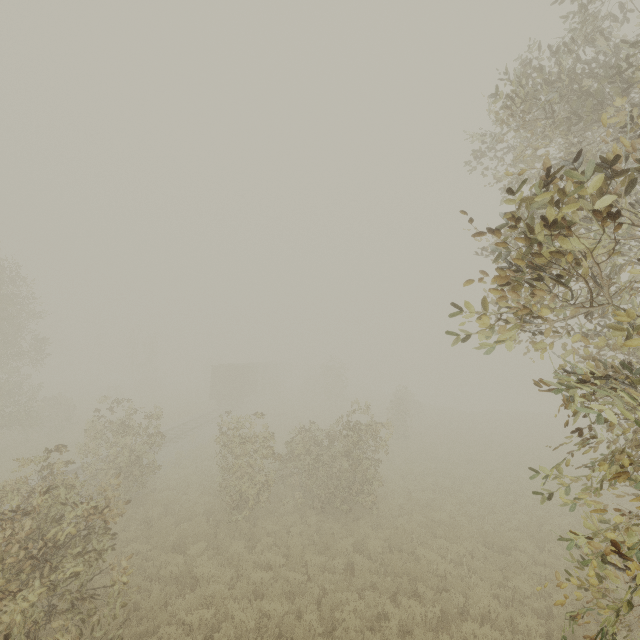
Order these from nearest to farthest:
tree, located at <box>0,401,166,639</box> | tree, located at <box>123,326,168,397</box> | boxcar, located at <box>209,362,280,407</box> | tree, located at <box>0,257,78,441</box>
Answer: tree, located at <box>0,401,166,639</box> → tree, located at <box>0,257,78,441</box> → boxcar, located at <box>209,362,280,407</box> → tree, located at <box>123,326,168,397</box>

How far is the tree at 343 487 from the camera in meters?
12.4 m

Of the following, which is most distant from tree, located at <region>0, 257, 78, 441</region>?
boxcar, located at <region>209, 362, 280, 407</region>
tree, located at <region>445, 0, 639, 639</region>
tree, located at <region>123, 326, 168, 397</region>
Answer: tree, located at <region>123, 326, 168, 397</region>

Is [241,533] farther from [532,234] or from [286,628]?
[532,234]

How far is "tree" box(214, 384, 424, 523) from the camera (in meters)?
12.36

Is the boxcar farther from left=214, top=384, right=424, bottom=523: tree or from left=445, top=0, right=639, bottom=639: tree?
left=445, top=0, right=639, bottom=639: tree

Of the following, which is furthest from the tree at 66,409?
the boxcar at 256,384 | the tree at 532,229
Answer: the tree at 532,229

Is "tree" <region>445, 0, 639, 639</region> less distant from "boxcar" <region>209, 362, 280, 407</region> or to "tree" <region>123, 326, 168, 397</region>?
"boxcar" <region>209, 362, 280, 407</region>
